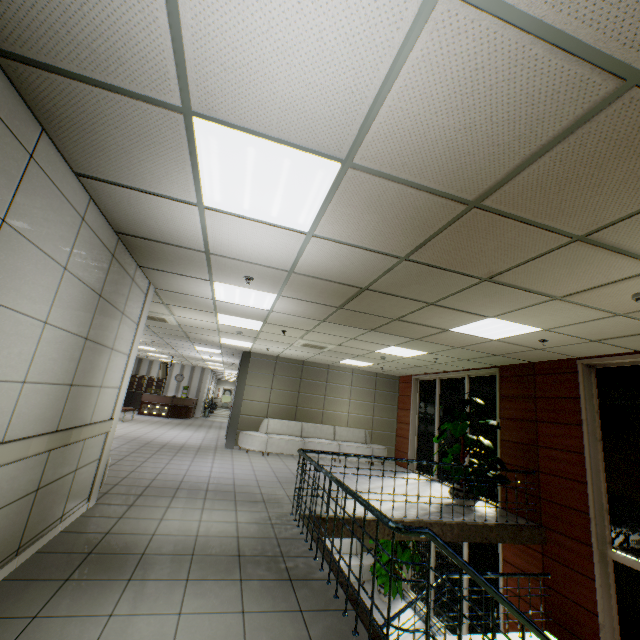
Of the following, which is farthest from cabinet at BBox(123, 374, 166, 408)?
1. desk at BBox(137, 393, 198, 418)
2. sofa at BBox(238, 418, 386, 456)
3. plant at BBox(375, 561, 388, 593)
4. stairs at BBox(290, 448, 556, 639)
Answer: stairs at BBox(290, 448, 556, 639)

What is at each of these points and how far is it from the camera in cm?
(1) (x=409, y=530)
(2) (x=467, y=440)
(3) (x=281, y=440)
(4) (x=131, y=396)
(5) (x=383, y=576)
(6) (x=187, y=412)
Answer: (1) stairs, 228
(2) pills, 712
(3) sofa, 1030
(4) cabinet, 2016
(5) plant, 925
(6) desk, 1872

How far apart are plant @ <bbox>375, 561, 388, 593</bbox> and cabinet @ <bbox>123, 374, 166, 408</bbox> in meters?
16.0

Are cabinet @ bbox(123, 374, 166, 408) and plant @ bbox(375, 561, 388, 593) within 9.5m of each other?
no

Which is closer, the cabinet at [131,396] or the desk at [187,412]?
the desk at [187,412]

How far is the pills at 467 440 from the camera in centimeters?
711cm

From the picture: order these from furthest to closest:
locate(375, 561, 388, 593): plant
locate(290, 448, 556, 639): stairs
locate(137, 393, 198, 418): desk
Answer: locate(137, 393, 198, 418): desk, locate(375, 561, 388, 593): plant, locate(290, 448, 556, 639): stairs

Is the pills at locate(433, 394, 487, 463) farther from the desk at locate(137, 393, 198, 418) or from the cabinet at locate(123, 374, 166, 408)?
the cabinet at locate(123, 374, 166, 408)
